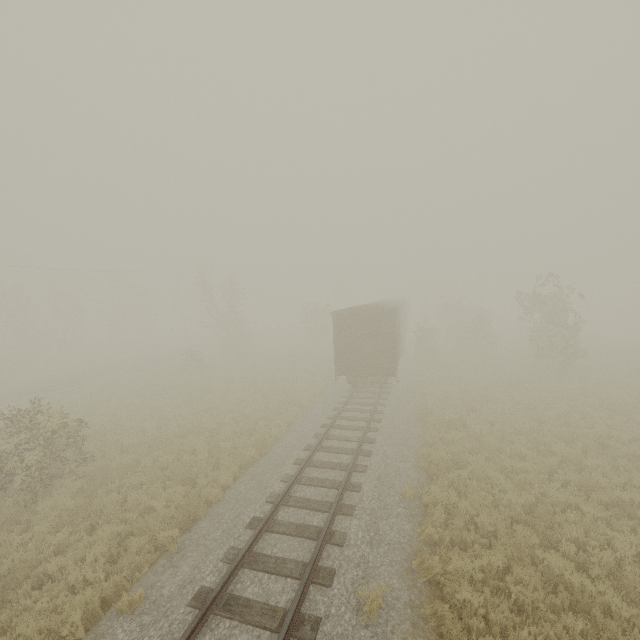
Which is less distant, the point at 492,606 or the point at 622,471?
the point at 492,606

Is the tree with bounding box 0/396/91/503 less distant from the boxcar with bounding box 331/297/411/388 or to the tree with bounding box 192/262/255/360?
the boxcar with bounding box 331/297/411/388

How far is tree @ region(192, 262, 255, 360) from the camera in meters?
33.3 m

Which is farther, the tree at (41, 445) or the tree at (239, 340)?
the tree at (239, 340)

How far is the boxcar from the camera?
17.34m

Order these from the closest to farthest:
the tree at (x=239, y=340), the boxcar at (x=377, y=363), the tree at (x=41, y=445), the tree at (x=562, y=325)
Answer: the tree at (x=41, y=445) < the boxcar at (x=377, y=363) < the tree at (x=562, y=325) < the tree at (x=239, y=340)

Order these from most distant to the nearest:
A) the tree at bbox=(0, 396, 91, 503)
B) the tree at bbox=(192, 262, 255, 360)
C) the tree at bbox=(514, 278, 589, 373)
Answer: the tree at bbox=(192, 262, 255, 360) < the tree at bbox=(514, 278, 589, 373) < the tree at bbox=(0, 396, 91, 503)

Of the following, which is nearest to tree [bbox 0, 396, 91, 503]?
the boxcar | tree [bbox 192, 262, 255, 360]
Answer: the boxcar
